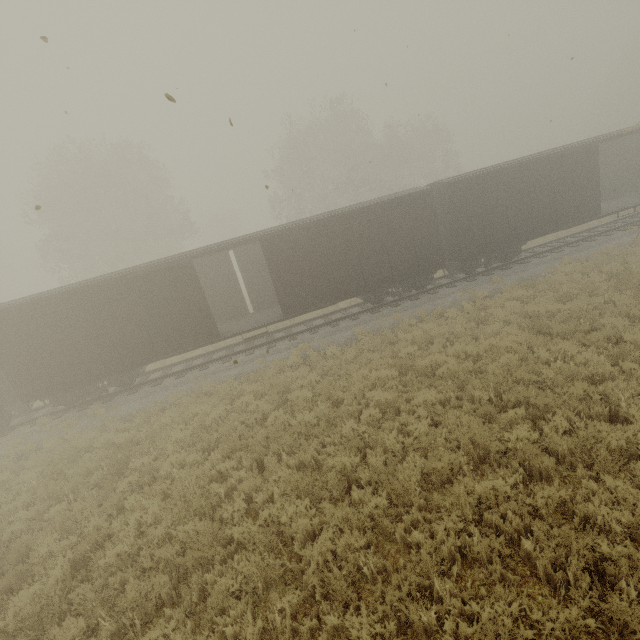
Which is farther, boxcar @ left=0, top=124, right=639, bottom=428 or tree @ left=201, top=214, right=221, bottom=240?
tree @ left=201, top=214, right=221, bottom=240

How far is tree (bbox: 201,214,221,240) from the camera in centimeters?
5851cm

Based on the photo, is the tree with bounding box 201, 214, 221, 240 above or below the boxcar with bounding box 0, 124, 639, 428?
above

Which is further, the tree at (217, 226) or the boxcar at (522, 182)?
the tree at (217, 226)

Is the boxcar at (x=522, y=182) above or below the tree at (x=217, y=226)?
below

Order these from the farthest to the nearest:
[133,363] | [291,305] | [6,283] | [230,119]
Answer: [6,283] → [291,305] → [133,363] → [230,119]
